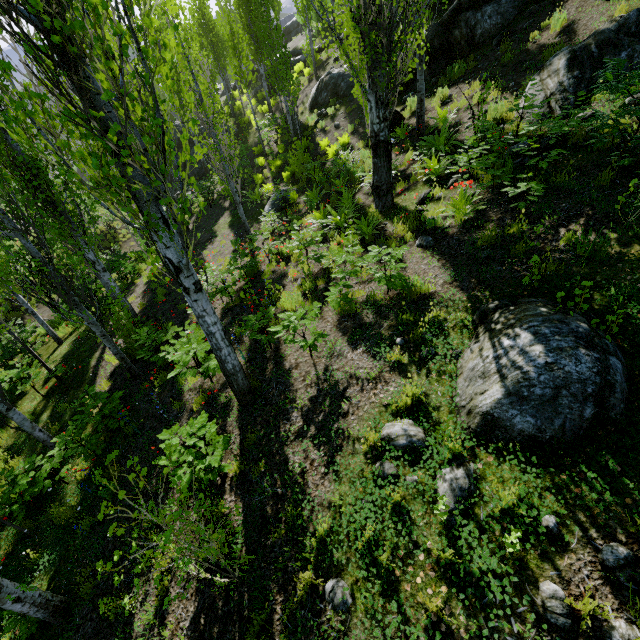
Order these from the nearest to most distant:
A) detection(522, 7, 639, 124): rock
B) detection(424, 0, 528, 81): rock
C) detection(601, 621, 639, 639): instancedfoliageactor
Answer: detection(601, 621, 639, 639): instancedfoliageactor
detection(522, 7, 639, 124): rock
detection(424, 0, 528, 81): rock

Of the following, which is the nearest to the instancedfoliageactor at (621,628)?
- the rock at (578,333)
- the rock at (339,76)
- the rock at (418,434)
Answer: the rock at (578,333)

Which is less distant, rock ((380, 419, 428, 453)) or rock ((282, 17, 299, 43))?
rock ((380, 419, 428, 453))

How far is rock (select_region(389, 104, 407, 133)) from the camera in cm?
1172

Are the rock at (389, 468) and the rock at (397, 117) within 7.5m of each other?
no

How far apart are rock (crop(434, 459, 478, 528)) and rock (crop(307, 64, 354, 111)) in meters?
18.4 m

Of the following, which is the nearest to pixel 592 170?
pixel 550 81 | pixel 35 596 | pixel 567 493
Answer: pixel 550 81

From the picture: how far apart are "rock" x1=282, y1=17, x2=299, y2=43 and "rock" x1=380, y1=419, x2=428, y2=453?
42.97m
